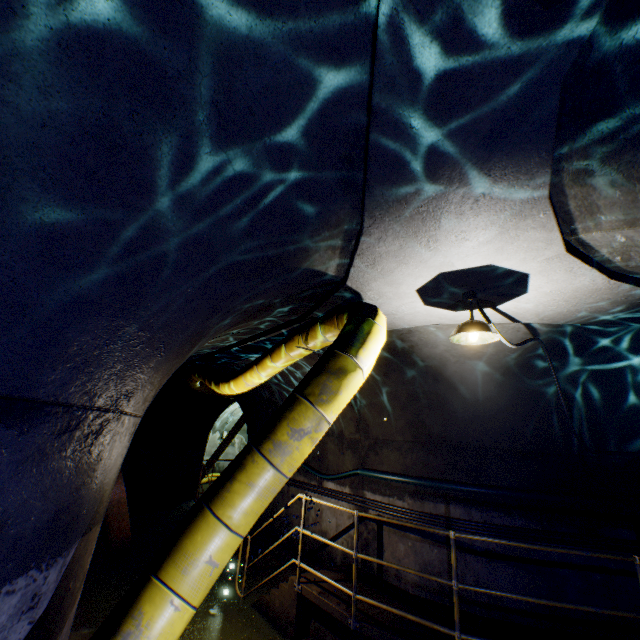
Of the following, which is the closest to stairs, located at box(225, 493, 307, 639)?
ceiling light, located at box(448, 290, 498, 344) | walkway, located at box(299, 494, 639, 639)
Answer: walkway, located at box(299, 494, 639, 639)

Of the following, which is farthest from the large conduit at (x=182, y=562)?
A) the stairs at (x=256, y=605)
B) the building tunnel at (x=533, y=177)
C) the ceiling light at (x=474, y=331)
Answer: the stairs at (x=256, y=605)

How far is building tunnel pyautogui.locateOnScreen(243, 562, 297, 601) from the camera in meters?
6.3 m

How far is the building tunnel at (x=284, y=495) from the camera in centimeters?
549cm

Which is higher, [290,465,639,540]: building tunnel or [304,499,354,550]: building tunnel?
[290,465,639,540]: building tunnel

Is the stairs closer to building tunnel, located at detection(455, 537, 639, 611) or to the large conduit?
building tunnel, located at detection(455, 537, 639, 611)

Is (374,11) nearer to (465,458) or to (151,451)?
(465,458)

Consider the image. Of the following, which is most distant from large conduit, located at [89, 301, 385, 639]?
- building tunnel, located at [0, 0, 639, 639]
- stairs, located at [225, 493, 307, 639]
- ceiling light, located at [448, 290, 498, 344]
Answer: stairs, located at [225, 493, 307, 639]
